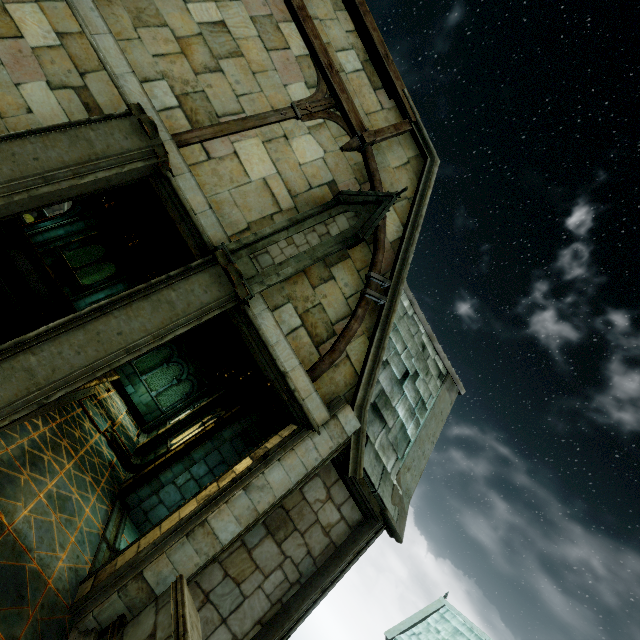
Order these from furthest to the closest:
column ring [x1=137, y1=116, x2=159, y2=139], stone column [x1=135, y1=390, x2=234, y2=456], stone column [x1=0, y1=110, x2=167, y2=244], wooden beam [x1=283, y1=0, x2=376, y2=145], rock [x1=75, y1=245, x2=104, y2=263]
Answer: rock [x1=75, y1=245, x2=104, y2=263] < stone column [x1=135, y1=390, x2=234, y2=456] < wooden beam [x1=283, y1=0, x2=376, y2=145] < column ring [x1=137, y1=116, x2=159, y2=139] < stone column [x1=0, y1=110, x2=167, y2=244]

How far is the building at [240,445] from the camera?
7.82m

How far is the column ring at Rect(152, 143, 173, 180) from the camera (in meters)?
4.86

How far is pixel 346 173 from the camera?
7.1m

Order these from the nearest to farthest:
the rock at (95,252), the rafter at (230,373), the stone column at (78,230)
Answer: the rafter at (230,373), the stone column at (78,230), the rock at (95,252)

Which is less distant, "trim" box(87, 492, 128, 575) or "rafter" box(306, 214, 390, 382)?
"trim" box(87, 492, 128, 575)

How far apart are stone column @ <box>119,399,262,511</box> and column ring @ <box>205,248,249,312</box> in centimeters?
469cm

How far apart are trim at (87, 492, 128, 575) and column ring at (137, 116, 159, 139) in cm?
662
